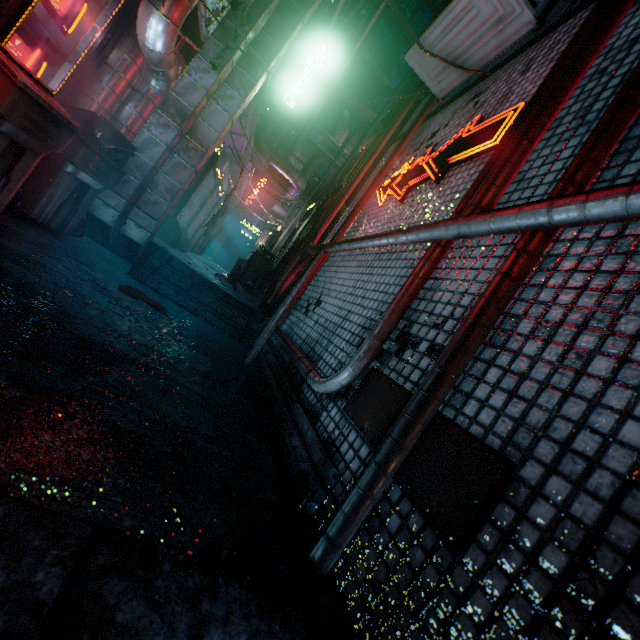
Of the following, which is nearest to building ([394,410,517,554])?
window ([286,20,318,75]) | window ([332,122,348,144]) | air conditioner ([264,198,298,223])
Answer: window ([286,20,318,75])

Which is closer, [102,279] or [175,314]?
[102,279]

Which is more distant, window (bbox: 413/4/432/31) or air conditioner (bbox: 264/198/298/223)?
window (bbox: 413/4/432/31)

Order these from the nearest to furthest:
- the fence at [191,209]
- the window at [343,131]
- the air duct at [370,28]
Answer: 1. the fence at [191,209]
2. the air duct at [370,28]
3. the window at [343,131]

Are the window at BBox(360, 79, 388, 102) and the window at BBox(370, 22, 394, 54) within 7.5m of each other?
yes

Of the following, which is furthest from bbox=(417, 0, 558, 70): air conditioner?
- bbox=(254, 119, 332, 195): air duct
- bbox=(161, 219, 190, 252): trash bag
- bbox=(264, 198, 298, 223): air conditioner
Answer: bbox=(264, 198, 298, 223): air conditioner

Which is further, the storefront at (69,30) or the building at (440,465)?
the storefront at (69,30)

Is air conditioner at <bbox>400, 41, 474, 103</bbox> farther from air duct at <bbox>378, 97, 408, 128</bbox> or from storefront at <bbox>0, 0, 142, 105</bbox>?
storefront at <bbox>0, 0, 142, 105</bbox>
